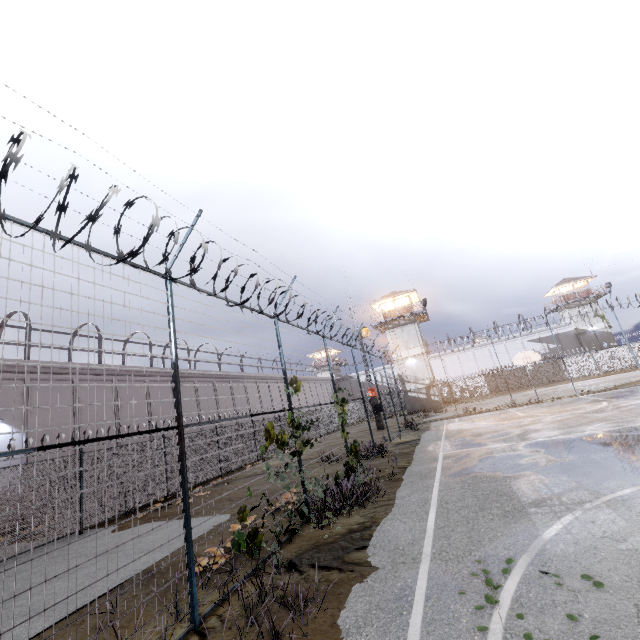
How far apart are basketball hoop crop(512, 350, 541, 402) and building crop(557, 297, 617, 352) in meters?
35.4

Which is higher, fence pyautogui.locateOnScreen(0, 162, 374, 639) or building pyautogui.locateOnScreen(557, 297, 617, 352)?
building pyautogui.locateOnScreen(557, 297, 617, 352)

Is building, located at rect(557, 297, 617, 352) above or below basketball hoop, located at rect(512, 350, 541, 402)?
above

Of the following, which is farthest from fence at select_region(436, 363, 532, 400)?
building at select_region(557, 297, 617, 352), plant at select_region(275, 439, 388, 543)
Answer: building at select_region(557, 297, 617, 352)

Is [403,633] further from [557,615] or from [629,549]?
[629,549]

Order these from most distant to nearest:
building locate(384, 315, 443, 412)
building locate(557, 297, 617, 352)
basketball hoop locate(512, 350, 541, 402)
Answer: building locate(557, 297, 617, 352), building locate(384, 315, 443, 412), basketball hoop locate(512, 350, 541, 402)

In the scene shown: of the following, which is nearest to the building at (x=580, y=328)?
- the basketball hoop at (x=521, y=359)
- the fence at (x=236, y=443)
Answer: the fence at (x=236, y=443)

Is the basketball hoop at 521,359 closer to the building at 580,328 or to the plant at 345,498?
the plant at 345,498
